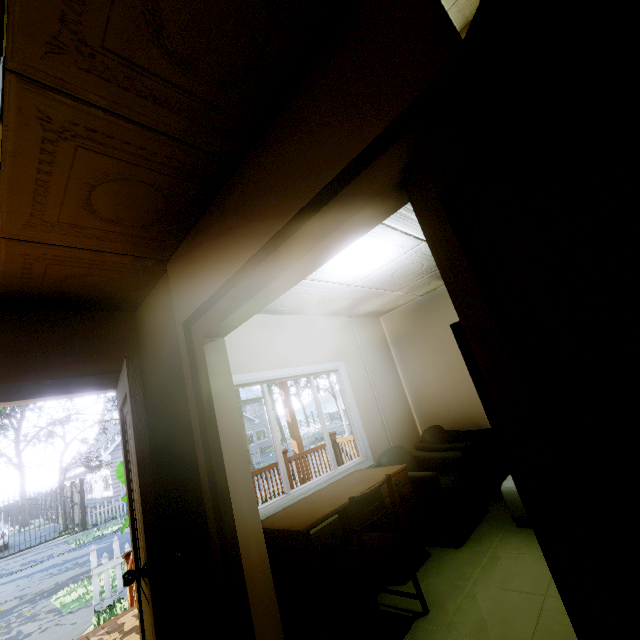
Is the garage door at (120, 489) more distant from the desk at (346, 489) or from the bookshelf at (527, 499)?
the bookshelf at (527, 499)

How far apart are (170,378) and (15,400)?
1.0m

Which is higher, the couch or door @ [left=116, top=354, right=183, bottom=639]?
door @ [left=116, top=354, right=183, bottom=639]

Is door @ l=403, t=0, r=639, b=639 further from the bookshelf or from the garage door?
the garage door

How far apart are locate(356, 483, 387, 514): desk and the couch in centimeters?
8cm

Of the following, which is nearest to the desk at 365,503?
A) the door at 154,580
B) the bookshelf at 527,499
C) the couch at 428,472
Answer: the couch at 428,472

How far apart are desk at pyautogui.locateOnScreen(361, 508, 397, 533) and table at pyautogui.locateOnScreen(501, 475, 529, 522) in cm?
84

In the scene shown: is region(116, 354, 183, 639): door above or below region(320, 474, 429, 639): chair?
above
